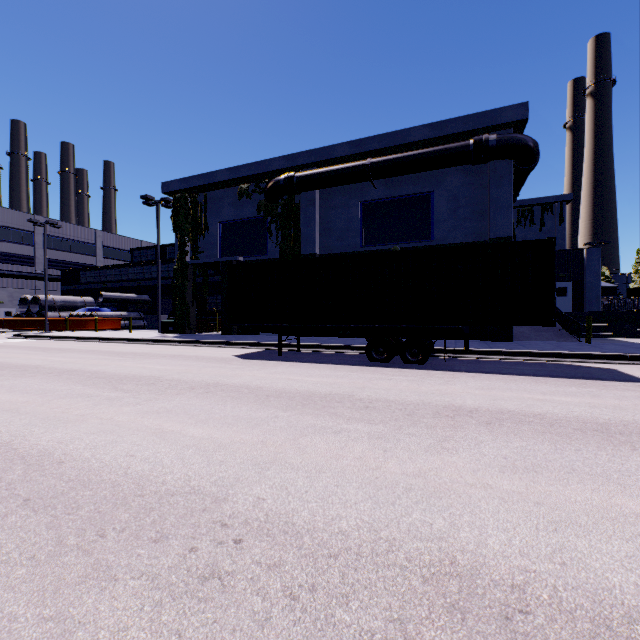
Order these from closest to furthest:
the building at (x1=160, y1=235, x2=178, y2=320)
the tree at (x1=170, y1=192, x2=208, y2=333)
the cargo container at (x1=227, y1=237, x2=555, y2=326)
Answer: the cargo container at (x1=227, y1=237, x2=555, y2=326), the tree at (x1=170, y1=192, x2=208, y2=333), the building at (x1=160, y1=235, x2=178, y2=320)

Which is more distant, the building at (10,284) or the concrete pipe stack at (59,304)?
the building at (10,284)

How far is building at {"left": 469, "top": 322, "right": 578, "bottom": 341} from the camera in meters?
15.1 m

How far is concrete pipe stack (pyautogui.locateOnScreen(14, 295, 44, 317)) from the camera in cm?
3338

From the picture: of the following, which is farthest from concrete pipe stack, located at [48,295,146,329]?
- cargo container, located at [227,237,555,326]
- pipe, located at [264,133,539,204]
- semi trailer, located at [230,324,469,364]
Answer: pipe, located at [264,133,539,204]

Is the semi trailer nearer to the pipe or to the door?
the pipe

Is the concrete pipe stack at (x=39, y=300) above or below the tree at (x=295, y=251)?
below

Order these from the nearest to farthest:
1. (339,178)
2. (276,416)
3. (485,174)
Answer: (276,416) → (485,174) → (339,178)
